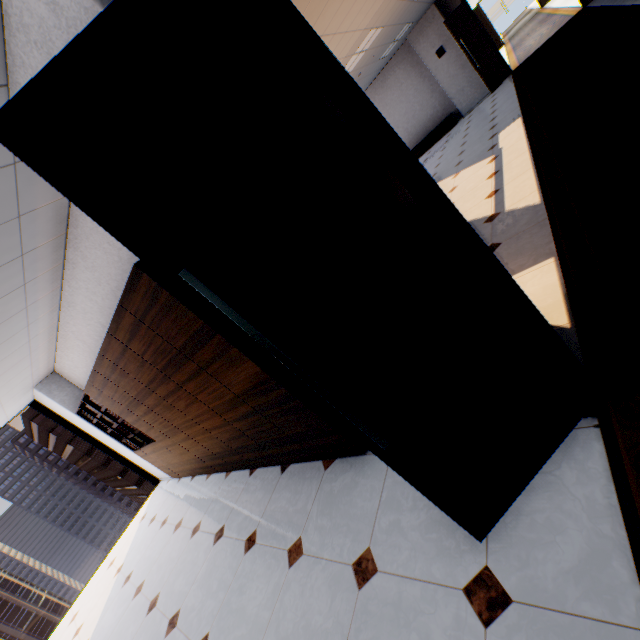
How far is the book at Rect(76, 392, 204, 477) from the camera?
5.1m

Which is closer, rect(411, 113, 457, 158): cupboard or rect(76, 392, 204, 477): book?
rect(76, 392, 204, 477): book

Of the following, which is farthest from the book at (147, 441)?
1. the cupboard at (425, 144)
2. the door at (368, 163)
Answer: the cupboard at (425, 144)

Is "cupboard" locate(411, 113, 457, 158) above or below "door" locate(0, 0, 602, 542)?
below

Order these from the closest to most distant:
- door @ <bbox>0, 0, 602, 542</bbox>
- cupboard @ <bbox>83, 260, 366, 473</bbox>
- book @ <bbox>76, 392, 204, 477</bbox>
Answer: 1. door @ <bbox>0, 0, 602, 542</bbox>
2. cupboard @ <bbox>83, 260, 366, 473</bbox>
3. book @ <bbox>76, 392, 204, 477</bbox>

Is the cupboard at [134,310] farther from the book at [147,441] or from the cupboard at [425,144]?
the cupboard at [425,144]

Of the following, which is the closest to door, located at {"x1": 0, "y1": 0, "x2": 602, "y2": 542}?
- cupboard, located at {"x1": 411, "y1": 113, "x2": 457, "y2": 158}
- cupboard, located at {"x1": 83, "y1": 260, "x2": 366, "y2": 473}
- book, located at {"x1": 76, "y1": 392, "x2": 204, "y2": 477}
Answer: cupboard, located at {"x1": 83, "y1": 260, "x2": 366, "y2": 473}

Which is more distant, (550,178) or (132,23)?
(550,178)
